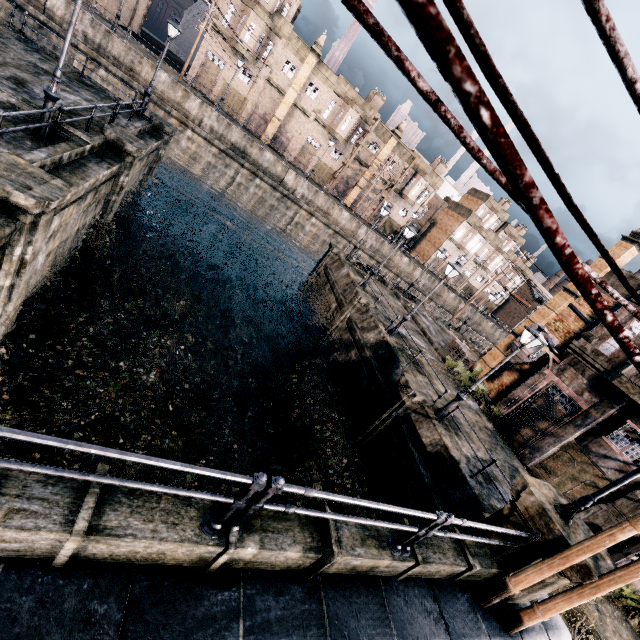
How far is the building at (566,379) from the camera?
18.0m

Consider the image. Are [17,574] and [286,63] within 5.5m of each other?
no

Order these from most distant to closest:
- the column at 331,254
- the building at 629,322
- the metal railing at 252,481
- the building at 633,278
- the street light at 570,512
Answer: the column at 331,254, the building at 633,278, the building at 629,322, the street light at 570,512, the metal railing at 252,481

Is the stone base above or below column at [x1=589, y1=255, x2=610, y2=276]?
below

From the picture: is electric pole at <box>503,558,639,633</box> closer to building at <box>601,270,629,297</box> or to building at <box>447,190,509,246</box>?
building at <box>601,270,629,297</box>

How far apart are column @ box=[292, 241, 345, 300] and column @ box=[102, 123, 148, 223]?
15.97m

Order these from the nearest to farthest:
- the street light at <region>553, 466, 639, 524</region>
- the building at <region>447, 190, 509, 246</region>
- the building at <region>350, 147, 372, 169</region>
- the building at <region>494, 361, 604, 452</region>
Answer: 1. the street light at <region>553, 466, 639, 524</region>
2. the building at <region>494, 361, 604, 452</region>
3. the building at <region>350, 147, 372, 169</region>
4. the building at <region>447, 190, 509, 246</region>

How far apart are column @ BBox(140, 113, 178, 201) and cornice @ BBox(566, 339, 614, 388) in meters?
28.3 m
